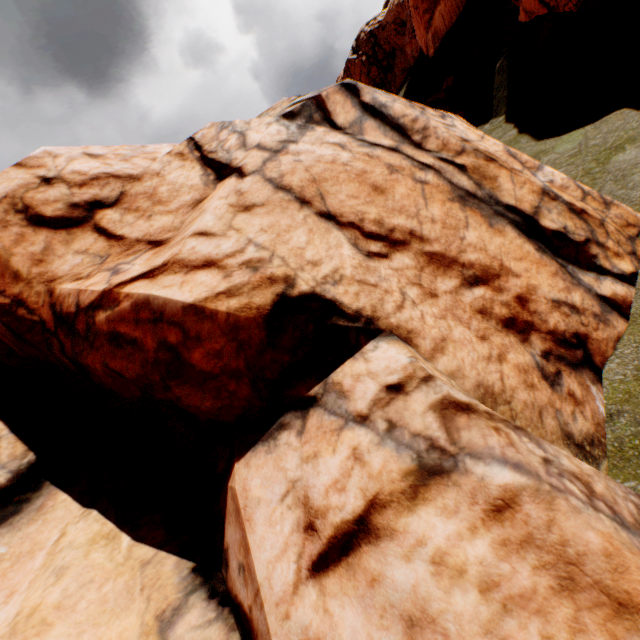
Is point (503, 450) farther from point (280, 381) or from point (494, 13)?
point (494, 13)

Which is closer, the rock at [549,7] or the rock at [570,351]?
the rock at [570,351]

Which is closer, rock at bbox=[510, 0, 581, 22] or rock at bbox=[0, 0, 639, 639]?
rock at bbox=[0, 0, 639, 639]
